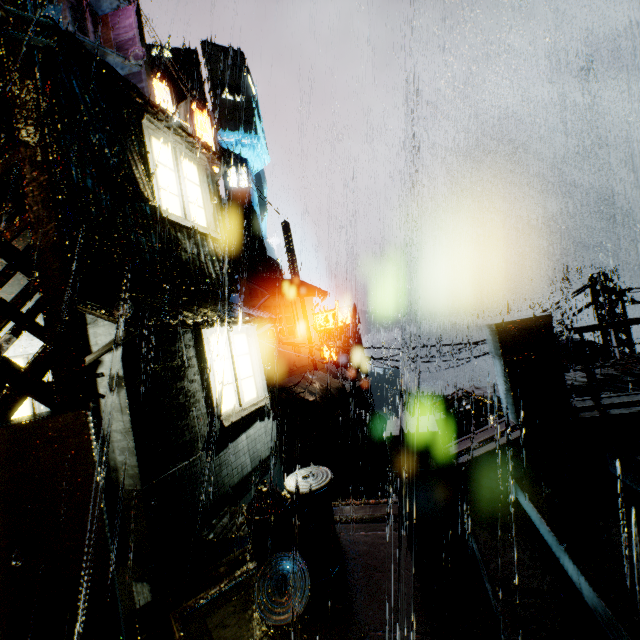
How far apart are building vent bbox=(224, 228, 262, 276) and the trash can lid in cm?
4493

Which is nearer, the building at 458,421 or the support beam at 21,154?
the support beam at 21,154

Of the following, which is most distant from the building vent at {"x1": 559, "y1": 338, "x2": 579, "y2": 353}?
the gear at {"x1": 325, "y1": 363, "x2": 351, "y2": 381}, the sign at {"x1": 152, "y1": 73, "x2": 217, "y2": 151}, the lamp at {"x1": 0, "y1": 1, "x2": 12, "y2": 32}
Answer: the gear at {"x1": 325, "y1": 363, "x2": 351, "y2": 381}

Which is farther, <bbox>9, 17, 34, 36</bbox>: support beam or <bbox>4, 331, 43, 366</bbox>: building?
<bbox>4, 331, 43, 366</bbox>: building

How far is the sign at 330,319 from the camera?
25.4m

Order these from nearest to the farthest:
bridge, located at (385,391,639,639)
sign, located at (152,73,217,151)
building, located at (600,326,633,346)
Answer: bridge, located at (385,391,639,639)
sign, located at (152,73,217,151)
building, located at (600,326,633,346)

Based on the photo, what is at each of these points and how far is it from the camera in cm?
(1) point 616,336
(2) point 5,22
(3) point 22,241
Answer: (1) building, 1345
(2) lamp, 382
(3) building, 536
